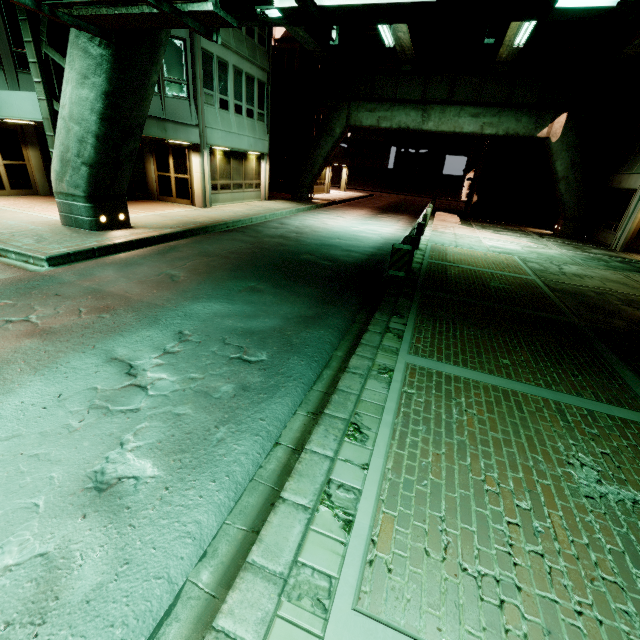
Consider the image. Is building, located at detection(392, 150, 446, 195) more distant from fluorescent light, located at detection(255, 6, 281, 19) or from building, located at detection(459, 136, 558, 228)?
fluorescent light, located at detection(255, 6, 281, 19)

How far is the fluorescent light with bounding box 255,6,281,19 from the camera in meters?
6.6 m

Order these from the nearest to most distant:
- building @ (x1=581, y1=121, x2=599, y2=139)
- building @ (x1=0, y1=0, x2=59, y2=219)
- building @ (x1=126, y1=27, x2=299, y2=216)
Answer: building @ (x1=0, y1=0, x2=59, y2=219) → building @ (x1=126, y1=27, x2=299, y2=216) → building @ (x1=581, y1=121, x2=599, y2=139)

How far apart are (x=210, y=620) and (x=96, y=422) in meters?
2.3 m

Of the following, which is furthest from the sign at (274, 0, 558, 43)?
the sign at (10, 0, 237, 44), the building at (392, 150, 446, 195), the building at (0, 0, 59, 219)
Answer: the building at (392, 150, 446, 195)

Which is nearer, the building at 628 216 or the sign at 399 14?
the sign at 399 14

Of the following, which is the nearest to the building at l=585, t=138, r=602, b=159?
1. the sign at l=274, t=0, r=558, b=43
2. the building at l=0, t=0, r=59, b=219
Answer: the building at l=0, t=0, r=59, b=219

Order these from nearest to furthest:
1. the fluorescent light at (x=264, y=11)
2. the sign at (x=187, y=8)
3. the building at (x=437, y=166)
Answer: the sign at (x=187, y=8), the fluorescent light at (x=264, y=11), the building at (x=437, y=166)
